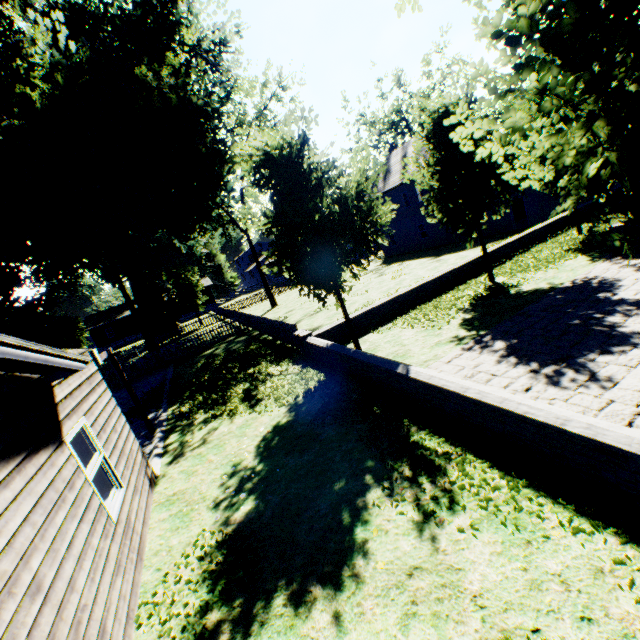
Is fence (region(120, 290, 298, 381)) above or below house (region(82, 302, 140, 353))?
below

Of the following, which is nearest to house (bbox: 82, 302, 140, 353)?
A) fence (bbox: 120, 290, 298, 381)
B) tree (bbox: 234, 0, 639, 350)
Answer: fence (bbox: 120, 290, 298, 381)

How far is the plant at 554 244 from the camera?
12.12m

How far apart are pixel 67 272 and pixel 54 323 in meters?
8.5

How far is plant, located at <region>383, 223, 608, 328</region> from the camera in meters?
12.1 m

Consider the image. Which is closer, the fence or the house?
the fence

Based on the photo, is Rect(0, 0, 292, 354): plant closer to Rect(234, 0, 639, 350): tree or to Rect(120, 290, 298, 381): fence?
Rect(120, 290, 298, 381): fence

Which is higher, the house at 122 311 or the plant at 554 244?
the house at 122 311
